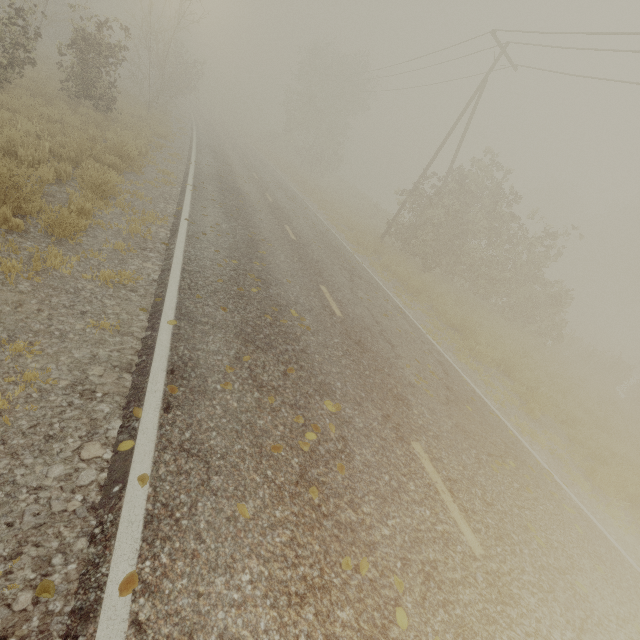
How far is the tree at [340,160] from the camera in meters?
36.5 m

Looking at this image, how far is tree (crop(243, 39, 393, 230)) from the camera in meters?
36.5

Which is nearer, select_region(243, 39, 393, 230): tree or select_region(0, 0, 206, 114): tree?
select_region(0, 0, 206, 114): tree

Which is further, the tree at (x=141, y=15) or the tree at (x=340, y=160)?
the tree at (x=340, y=160)

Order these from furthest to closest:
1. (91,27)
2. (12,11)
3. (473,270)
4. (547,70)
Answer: (473,270) < (12,11) < (547,70) < (91,27)
